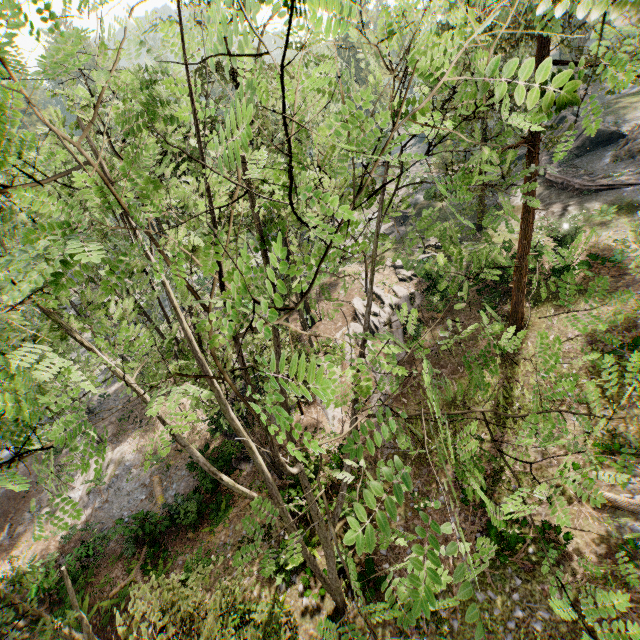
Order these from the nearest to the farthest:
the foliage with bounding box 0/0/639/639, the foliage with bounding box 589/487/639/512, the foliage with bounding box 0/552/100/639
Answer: the foliage with bounding box 0/0/639/639
the foliage with bounding box 589/487/639/512
the foliage with bounding box 0/552/100/639

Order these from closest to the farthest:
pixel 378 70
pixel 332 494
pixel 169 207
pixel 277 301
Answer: pixel 277 301 → pixel 378 70 → pixel 332 494 → pixel 169 207

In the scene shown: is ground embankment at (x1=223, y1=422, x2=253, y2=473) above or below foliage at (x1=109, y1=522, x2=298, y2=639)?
below

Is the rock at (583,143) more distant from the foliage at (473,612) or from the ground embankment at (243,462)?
the ground embankment at (243,462)

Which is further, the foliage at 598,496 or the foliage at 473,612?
the foliage at 598,496

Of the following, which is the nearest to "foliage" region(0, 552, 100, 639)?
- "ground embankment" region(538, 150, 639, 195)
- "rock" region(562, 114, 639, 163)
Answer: "rock" region(562, 114, 639, 163)

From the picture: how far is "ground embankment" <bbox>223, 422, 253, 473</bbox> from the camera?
18.8 meters
